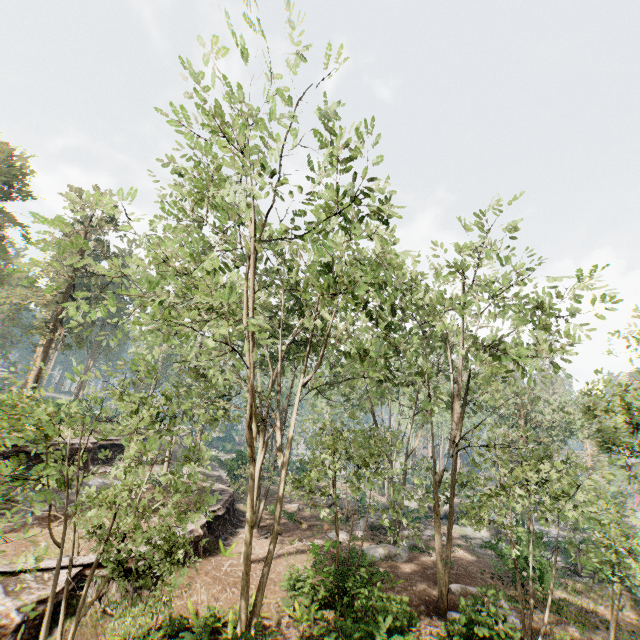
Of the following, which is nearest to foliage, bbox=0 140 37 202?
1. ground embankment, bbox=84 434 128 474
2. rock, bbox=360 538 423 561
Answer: rock, bbox=360 538 423 561

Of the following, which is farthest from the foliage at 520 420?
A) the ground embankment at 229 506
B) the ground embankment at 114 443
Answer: the ground embankment at 114 443

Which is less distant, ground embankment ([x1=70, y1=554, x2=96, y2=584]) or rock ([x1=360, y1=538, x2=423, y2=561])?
ground embankment ([x1=70, y1=554, x2=96, y2=584])

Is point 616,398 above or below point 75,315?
above

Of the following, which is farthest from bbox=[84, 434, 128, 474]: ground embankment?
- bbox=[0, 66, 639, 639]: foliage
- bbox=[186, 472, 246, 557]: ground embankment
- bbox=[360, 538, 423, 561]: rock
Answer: bbox=[360, 538, 423, 561]: rock

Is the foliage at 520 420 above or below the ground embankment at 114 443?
above

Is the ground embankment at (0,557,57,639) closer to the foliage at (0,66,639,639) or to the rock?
the foliage at (0,66,639,639)
